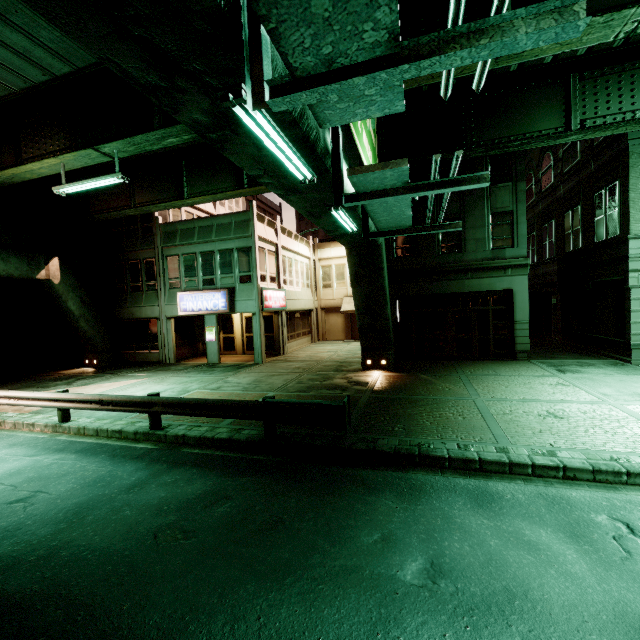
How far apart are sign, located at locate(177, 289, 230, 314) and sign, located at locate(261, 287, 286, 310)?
1.7 meters

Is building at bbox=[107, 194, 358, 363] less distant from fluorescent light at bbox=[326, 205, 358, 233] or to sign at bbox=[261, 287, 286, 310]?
sign at bbox=[261, 287, 286, 310]

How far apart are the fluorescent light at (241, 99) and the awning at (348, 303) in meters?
21.8 m

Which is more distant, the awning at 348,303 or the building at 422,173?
the awning at 348,303

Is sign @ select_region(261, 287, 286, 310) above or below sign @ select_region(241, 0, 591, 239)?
below

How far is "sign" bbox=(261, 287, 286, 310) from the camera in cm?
1906

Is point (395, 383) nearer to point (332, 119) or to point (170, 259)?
point (332, 119)

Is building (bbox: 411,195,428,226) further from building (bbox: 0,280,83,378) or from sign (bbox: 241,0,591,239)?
sign (bbox: 241,0,591,239)
